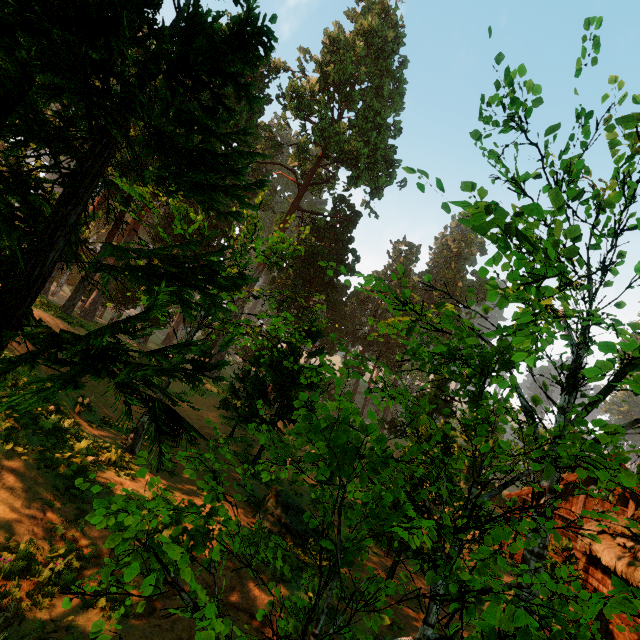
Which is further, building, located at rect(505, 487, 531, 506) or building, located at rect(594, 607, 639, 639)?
building, located at rect(505, 487, 531, 506)

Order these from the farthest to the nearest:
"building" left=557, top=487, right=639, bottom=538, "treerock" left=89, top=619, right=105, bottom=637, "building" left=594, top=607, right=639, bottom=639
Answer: "building" left=557, top=487, right=639, bottom=538 → "building" left=594, top=607, right=639, bottom=639 → "treerock" left=89, top=619, right=105, bottom=637

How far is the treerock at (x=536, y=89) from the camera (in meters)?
4.87

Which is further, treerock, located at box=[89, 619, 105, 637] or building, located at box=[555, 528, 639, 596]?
building, located at box=[555, 528, 639, 596]

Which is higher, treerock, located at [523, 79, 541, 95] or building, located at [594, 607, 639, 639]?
treerock, located at [523, 79, 541, 95]

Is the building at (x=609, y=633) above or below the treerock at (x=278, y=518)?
below

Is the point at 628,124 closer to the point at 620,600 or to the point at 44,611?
the point at 620,600

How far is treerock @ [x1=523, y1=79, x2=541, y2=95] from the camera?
4.87m
